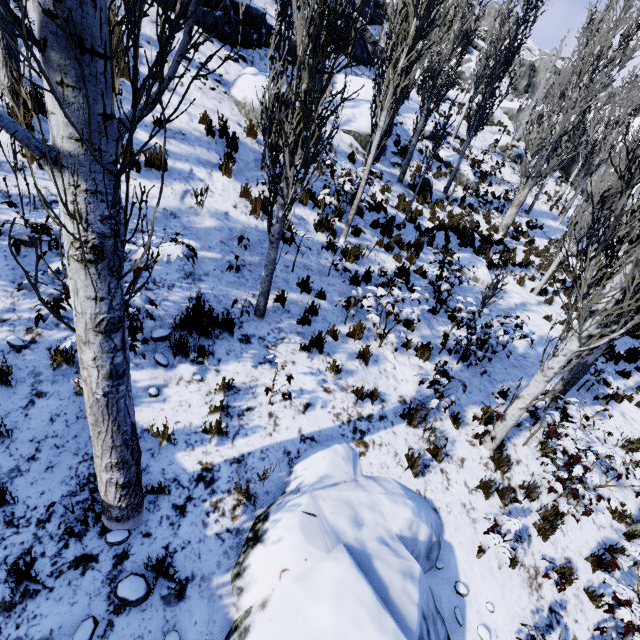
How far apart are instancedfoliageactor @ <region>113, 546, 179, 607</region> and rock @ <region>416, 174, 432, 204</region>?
15.3m

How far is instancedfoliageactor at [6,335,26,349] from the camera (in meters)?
3.58

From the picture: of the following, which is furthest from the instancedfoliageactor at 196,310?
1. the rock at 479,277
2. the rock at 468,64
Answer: the rock at 468,64

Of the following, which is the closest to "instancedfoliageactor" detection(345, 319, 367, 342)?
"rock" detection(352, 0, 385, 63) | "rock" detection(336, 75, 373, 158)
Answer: "rock" detection(336, 75, 373, 158)

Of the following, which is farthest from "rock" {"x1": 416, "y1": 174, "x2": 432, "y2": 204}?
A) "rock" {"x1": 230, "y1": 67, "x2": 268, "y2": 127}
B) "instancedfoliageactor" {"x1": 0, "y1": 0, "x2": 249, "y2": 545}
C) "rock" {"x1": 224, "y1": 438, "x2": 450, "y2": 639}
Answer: "rock" {"x1": 224, "y1": 438, "x2": 450, "y2": 639}

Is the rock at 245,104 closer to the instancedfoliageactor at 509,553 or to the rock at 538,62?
the instancedfoliageactor at 509,553

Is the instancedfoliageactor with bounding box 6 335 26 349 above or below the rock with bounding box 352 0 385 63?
below

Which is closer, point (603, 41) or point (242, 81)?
point (242, 81)
